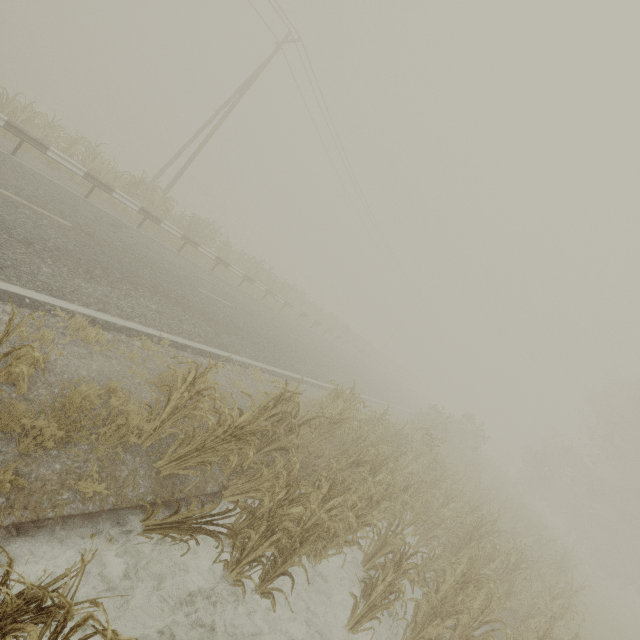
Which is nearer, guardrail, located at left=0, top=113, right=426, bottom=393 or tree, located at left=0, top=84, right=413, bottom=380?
guardrail, located at left=0, top=113, right=426, bottom=393

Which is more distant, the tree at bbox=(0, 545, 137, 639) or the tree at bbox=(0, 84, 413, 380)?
the tree at bbox=(0, 84, 413, 380)

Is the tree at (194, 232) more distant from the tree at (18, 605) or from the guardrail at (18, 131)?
the tree at (18, 605)

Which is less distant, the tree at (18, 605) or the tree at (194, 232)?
the tree at (18, 605)

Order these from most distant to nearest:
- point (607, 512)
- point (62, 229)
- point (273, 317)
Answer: point (607, 512) → point (273, 317) → point (62, 229)

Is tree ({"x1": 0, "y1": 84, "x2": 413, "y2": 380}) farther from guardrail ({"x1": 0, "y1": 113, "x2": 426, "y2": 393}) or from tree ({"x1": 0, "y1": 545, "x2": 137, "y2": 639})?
tree ({"x1": 0, "y1": 545, "x2": 137, "y2": 639})
